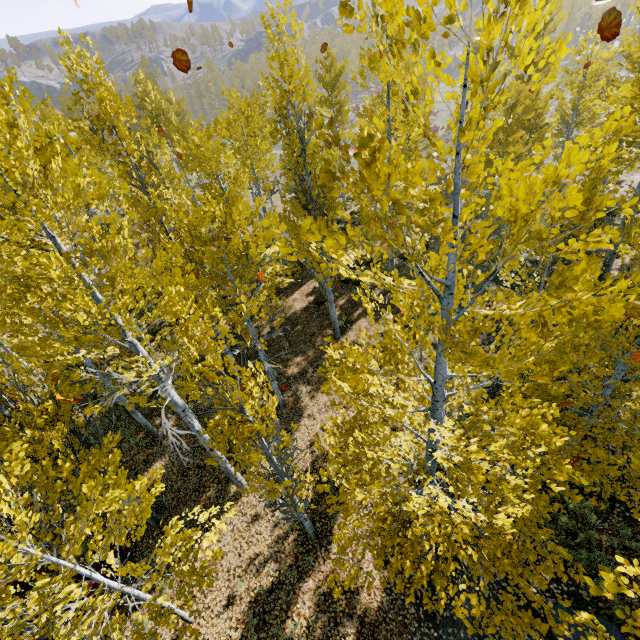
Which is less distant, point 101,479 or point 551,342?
point 551,342

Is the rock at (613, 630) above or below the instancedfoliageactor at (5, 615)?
below

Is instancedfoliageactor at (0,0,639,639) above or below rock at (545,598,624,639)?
above

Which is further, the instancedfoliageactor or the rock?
the rock

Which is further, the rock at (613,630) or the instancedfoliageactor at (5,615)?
the rock at (613,630)
